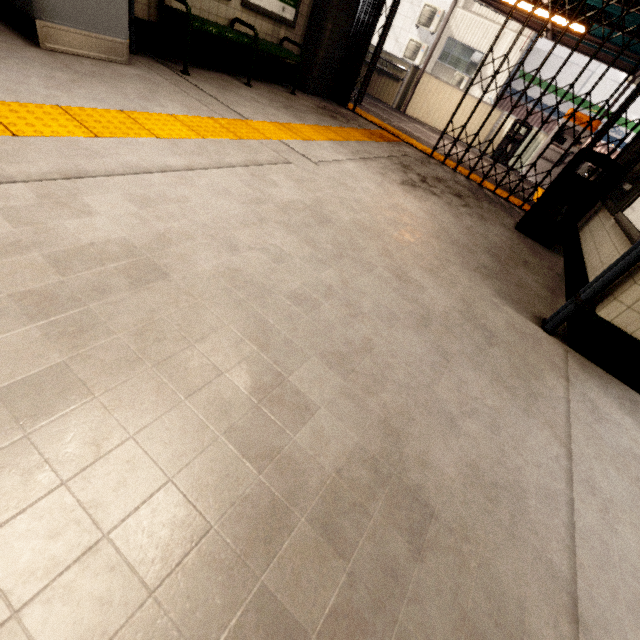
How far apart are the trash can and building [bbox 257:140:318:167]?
3.1 meters

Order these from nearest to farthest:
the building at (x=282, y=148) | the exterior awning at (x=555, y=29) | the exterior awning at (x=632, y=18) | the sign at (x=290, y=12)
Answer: the building at (x=282, y=148) < the sign at (x=290, y=12) < the exterior awning at (x=632, y=18) < the exterior awning at (x=555, y=29)

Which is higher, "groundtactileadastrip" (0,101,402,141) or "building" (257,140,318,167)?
"groundtactileadastrip" (0,101,402,141)

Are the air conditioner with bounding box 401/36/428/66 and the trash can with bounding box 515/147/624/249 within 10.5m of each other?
no

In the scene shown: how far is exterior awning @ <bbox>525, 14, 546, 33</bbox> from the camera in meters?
8.0

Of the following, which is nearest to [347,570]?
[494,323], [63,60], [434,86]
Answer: [494,323]

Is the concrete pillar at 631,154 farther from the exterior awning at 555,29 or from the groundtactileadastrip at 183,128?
the exterior awning at 555,29

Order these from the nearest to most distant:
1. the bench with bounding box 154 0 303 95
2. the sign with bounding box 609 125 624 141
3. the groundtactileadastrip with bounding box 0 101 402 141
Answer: the groundtactileadastrip with bounding box 0 101 402 141
the bench with bounding box 154 0 303 95
the sign with bounding box 609 125 624 141
